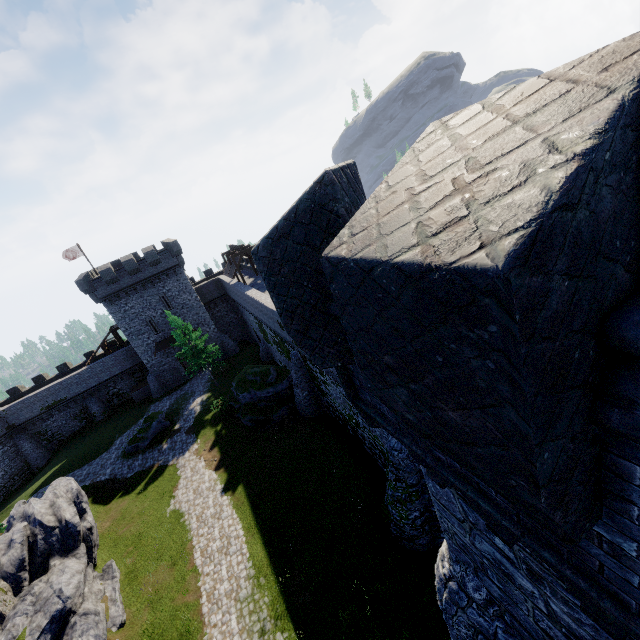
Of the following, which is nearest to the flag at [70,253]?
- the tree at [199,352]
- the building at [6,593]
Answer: the tree at [199,352]

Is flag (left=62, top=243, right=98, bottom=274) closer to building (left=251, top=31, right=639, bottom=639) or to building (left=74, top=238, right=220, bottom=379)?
building (left=74, top=238, right=220, bottom=379)

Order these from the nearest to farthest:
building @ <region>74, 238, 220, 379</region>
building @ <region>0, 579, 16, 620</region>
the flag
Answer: building @ <region>0, 579, 16, 620</region> → building @ <region>74, 238, 220, 379</region> → the flag

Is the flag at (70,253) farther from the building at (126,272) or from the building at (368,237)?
the building at (368,237)

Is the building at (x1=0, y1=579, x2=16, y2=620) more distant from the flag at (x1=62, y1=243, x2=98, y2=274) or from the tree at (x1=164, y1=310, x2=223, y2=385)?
the flag at (x1=62, y1=243, x2=98, y2=274)

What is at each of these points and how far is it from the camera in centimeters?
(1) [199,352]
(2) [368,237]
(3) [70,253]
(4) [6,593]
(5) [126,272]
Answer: (1) tree, 3562cm
(2) building, 184cm
(3) flag, 4059cm
(4) building, 1588cm
(5) building, 3791cm

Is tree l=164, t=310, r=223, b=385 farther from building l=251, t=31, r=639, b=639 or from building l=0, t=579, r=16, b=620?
building l=251, t=31, r=639, b=639

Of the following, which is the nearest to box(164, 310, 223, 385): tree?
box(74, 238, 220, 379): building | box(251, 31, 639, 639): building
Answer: box(74, 238, 220, 379): building
